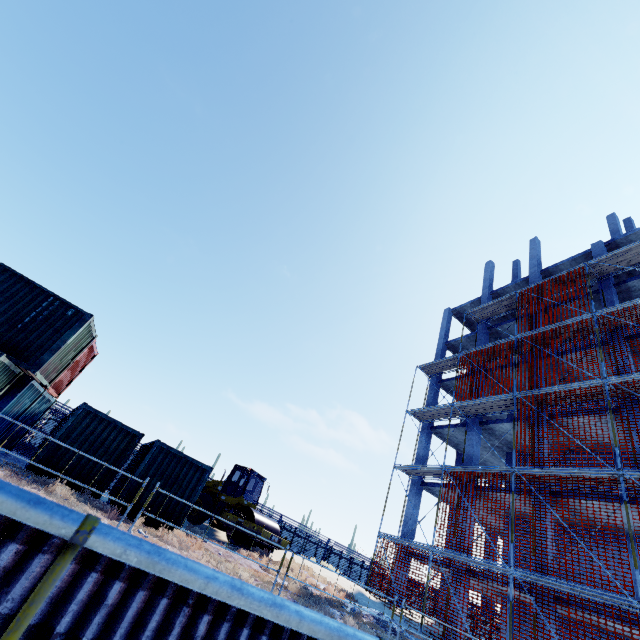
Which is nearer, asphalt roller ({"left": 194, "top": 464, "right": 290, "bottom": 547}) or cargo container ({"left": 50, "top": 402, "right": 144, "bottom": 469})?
cargo container ({"left": 50, "top": 402, "right": 144, "bottom": 469})

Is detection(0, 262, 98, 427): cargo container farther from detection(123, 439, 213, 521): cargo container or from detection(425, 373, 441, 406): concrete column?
detection(425, 373, 441, 406): concrete column

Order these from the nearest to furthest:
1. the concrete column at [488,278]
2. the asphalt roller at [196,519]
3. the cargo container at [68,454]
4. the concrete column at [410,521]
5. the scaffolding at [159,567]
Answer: the scaffolding at [159,567]
the cargo container at [68,454]
the asphalt roller at [196,519]
the concrete column at [410,521]
the concrete column at [488,278]

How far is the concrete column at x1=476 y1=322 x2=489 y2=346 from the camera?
24.38m

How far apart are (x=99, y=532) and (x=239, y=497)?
18.0m

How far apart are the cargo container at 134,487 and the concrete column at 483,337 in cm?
1965

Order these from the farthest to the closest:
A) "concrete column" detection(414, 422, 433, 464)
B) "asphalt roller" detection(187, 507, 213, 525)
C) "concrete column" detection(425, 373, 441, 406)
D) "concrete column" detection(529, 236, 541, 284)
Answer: "concrete column" detection(425, 373, 441, 406) → "concrete column" detection(529, 236, 541, 284) → "concrete column" detection(414, 422, 433, 464) → "asphalt roller" detection(187, 507, 213, 525)

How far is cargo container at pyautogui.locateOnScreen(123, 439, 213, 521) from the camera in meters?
11.4
